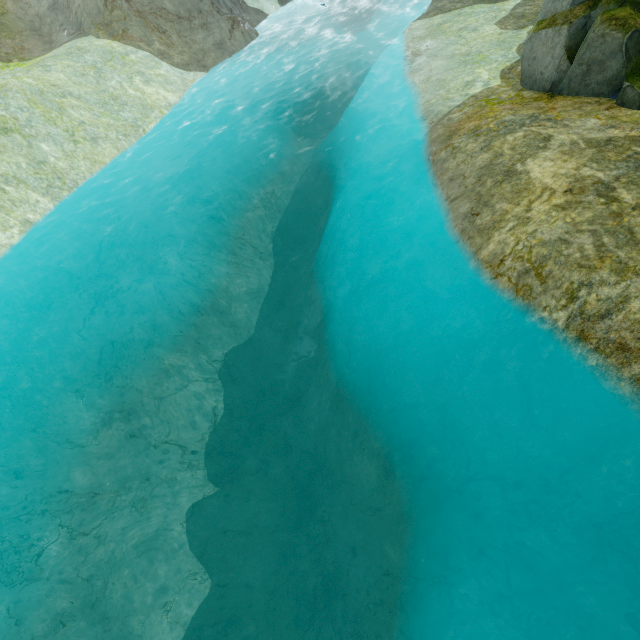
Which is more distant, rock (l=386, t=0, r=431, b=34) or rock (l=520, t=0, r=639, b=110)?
rock (l=386, t=0, r=431, b=34)

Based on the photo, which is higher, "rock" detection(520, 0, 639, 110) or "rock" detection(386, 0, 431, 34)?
"rock" detection(520, 0, 639, 110)

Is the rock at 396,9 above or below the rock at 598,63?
below

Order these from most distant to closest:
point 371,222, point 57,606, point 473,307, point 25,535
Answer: point 371,222 < point 25,535 < point 57,606 < point 473,307

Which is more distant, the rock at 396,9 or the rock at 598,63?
the rock at 396,9
